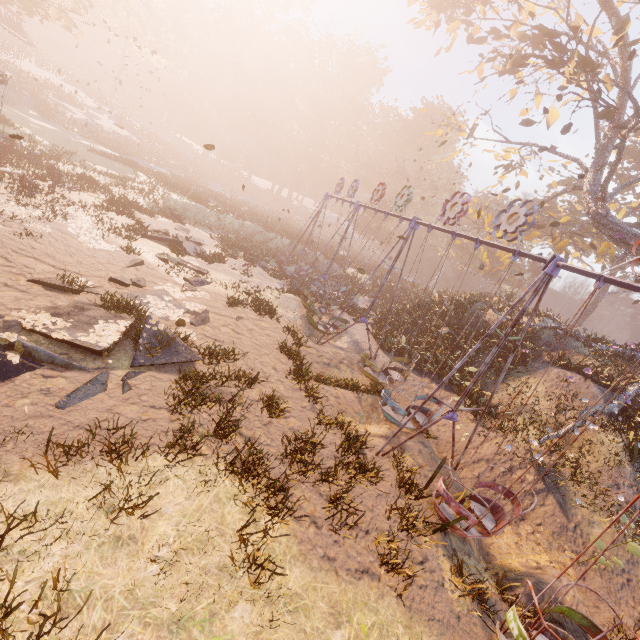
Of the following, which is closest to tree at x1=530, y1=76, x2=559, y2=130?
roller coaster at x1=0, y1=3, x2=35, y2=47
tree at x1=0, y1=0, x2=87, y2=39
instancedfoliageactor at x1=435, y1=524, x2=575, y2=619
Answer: instancedfoliageactor at x1=435, y1=524, x2=575, y2=619

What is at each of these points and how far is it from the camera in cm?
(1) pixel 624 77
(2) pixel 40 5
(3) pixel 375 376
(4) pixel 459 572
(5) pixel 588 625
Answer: (1) tree, 1734
(2) tree, 2862
(3) swing, 1264
(4) instancedfoliageactor, 598
(5) swing, 548

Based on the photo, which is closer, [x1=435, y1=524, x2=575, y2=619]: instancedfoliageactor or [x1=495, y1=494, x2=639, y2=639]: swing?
[x1=495, y1=494, x2=639, y2=639]: swing

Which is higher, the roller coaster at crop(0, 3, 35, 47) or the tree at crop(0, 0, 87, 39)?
the tree at crop(0, 0, 87, 39)

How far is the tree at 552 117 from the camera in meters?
16.3

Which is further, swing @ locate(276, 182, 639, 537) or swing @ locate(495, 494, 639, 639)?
swing @ locate(276, 182, 639, 537)

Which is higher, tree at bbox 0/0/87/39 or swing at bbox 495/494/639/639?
tree at bbox 0/0/87/39

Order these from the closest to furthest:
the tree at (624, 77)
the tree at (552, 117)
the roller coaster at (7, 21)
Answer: the tree at (624, 77) → the tree at (552, 117) → the roller coaster at (7, 21)
